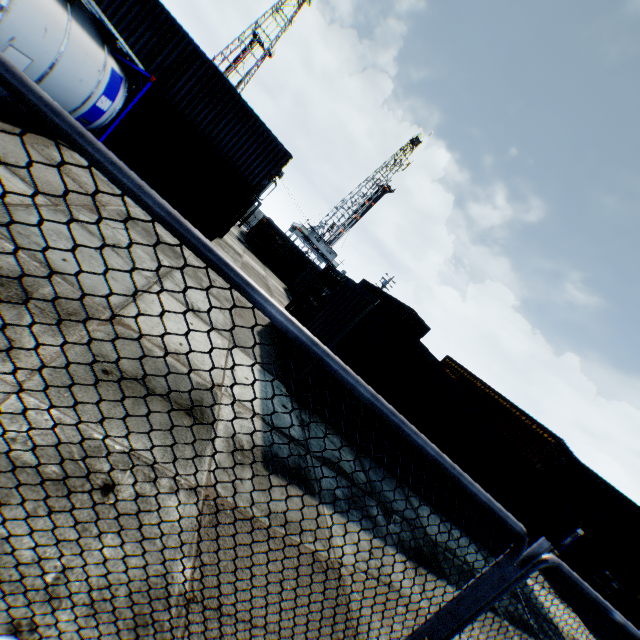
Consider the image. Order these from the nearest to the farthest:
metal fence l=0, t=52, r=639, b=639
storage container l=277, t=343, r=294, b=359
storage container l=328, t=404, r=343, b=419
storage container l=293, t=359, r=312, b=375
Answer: metal fence l=0, t=52, r=639, b=639 → storage container l=293, t=359, r=312, b=375 → storage container l=328, t=404, r=343, b=419 → storage container l=277, t=343, r=294, b=359

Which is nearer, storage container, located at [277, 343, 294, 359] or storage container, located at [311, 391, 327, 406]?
storage container, located at [311, 391, 327, 406]

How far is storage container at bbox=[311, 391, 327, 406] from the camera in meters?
7.6

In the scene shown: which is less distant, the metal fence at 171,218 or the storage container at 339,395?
the metal fence at 171,218

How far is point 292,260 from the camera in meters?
28.8 m

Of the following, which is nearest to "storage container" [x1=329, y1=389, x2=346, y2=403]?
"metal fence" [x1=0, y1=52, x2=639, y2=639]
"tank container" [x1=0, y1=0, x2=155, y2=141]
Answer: "metal fence" [x1=0, y1=52, x2=639, y2=639]

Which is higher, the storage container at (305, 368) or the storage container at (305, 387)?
the storage container at (305, 368)
